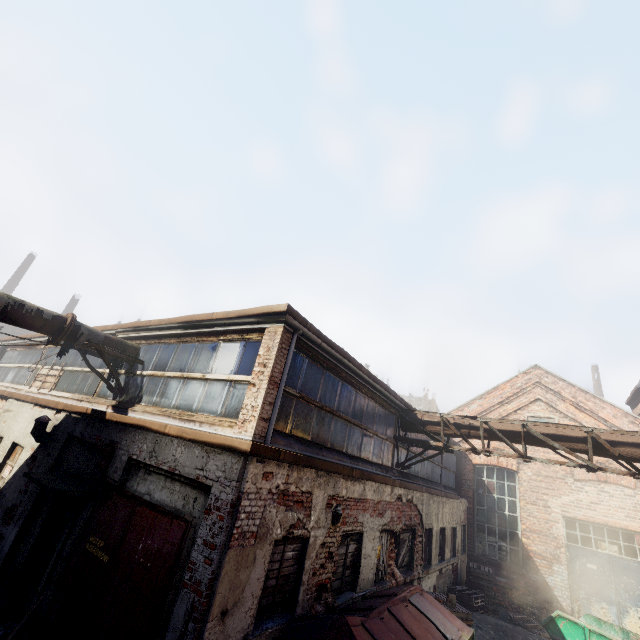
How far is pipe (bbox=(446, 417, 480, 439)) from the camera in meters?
9.5

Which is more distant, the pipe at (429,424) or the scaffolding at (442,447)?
the pipe at (429,424)

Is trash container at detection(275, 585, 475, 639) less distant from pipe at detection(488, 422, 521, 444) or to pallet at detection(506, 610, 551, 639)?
pipe at detection(488, 422, 521, 444)

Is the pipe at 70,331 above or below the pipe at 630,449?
below

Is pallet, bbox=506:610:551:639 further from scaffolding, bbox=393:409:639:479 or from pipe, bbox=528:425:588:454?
pipe, bbox=528:425:588:454

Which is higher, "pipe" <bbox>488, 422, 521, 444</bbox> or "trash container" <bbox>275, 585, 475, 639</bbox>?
"pipe" <bbox>488, 422, 521, 444</bbox>

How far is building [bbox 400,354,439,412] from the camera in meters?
47.9

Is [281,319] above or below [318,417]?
above
